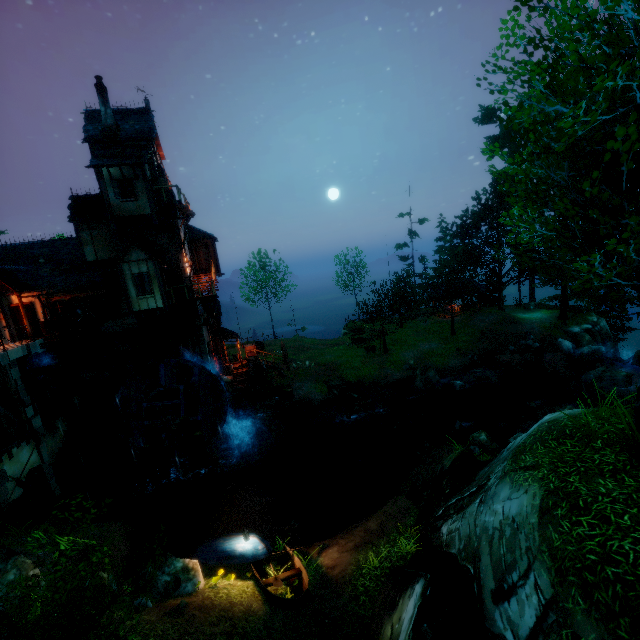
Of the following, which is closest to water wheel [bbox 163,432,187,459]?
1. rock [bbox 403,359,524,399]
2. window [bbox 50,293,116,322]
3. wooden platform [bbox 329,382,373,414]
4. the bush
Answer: window [bbox 50,293,116,322]

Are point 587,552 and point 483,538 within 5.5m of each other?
yes

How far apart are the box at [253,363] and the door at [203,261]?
7.54m

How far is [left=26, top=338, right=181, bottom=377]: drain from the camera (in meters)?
17.66

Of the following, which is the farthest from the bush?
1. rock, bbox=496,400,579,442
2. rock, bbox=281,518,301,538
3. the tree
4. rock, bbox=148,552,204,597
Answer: rock, bbox=496,400,579,442

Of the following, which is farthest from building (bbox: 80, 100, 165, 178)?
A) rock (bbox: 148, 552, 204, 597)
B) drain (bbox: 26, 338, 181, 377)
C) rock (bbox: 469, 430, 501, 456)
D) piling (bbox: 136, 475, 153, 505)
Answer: rock (bbox: 469, 430, 501, 456)

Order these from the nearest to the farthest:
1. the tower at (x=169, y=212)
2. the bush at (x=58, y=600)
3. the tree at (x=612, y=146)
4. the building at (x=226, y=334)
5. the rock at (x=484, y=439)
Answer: the tree at (x=612, y=146)
the bush at (x=58, y=600)
the rock at (x=484, y=439)
the tower at (x=169, y=212)
the building at (x=226, y=334)

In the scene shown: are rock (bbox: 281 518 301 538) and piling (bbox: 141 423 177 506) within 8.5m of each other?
yes
